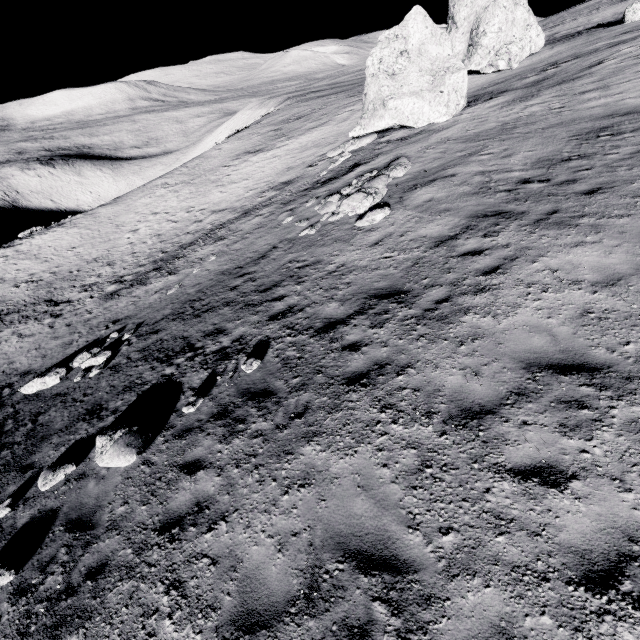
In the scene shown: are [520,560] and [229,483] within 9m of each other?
yes

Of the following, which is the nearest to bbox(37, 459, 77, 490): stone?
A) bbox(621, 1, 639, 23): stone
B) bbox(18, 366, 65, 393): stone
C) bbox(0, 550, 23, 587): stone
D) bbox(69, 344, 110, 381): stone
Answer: bbox(0, 550, 23, 587): stone

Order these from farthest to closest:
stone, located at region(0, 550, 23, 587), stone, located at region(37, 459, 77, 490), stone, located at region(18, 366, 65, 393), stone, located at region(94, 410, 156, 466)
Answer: stone, located at region(18, 366, 65, 393) < stone, located at region(37, 459, 77, 490) < stone, located at region(94, 410, 156, 466) < stone, located at region(0, 550, 23, 587)

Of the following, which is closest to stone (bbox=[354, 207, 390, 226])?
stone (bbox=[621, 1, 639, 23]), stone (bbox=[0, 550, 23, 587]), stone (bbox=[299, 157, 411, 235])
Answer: stone (bbox=[299, 157, 411, 235])

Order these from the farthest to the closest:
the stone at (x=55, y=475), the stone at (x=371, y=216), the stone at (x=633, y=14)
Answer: the stone at (x=633, y=14)
the stone at (x=371, y=216)
the stone at (x=55, y=475)

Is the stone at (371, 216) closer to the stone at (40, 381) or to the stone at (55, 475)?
the stone at (55, 475)

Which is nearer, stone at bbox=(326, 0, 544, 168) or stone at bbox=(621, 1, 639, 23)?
stone at bbox=(326, 0, 544, 168)

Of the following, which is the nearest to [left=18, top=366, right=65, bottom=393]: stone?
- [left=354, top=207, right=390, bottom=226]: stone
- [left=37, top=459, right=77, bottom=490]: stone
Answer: [left=37, top=459, right=77, bottom=490]: stone
